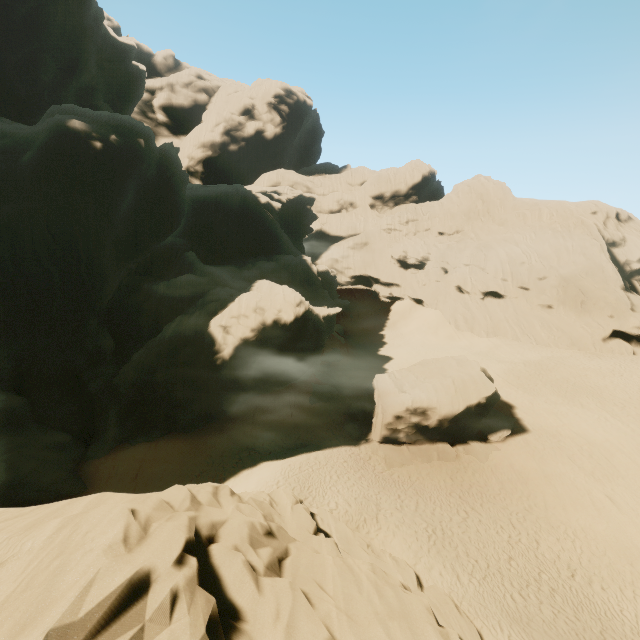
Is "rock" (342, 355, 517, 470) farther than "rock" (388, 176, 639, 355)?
No

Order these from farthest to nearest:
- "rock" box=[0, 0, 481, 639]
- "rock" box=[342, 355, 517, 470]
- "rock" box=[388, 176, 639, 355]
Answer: "rock" box=[388, 176, 639, 355] → "rock" box=[342, 355, 517, 470] → "rock" box=[0, 0, 481, 639]

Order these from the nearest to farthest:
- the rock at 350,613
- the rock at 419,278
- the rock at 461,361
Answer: the rock at 350,613
the rock at 461,361
the rock at 419,278

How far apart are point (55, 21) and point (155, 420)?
45.2m

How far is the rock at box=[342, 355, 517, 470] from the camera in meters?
23.4

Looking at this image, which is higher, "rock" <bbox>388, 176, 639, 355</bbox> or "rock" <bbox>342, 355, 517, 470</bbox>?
"rock" <bbox>388, 176, 639, 355</bbox>

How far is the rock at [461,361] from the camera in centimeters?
2341cm

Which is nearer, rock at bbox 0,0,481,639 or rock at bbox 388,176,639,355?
rock at bbox 0,0,481,639
